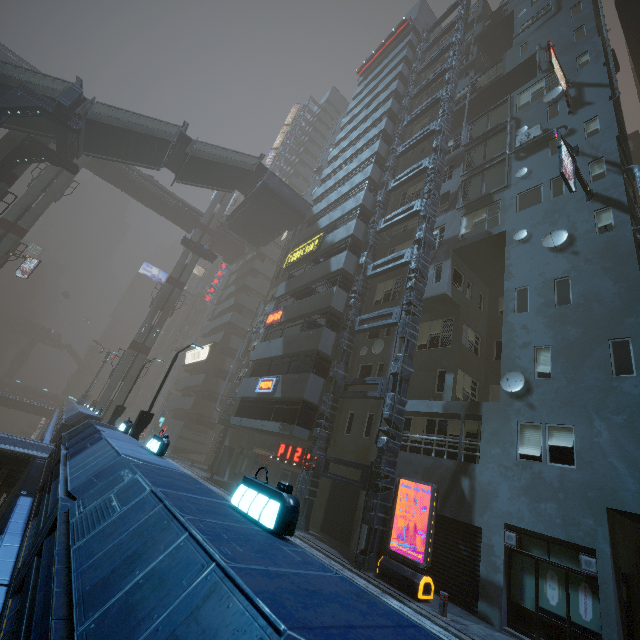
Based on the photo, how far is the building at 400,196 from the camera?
24.44m

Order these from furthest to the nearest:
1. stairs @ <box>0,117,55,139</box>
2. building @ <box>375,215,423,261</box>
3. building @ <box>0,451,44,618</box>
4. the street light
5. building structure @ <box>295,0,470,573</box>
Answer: stairs @ <box>0,117,55,139</box>
building @ <box>375,215,423,261</box>
the street light
building structure @ <box>295,0,470,573</box>
building @ <box>0,451,44,618</box>

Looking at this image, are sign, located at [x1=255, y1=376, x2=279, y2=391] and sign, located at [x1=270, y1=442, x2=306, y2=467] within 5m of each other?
yes

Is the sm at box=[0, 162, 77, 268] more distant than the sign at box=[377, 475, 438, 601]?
Yes

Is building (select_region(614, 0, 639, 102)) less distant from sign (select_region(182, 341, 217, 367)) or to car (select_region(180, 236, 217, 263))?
sign (select_region(182, 341, 217, 367))

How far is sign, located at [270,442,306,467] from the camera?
19.7 meters

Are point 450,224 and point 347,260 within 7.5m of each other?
yes

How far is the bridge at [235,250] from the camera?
47.12m
